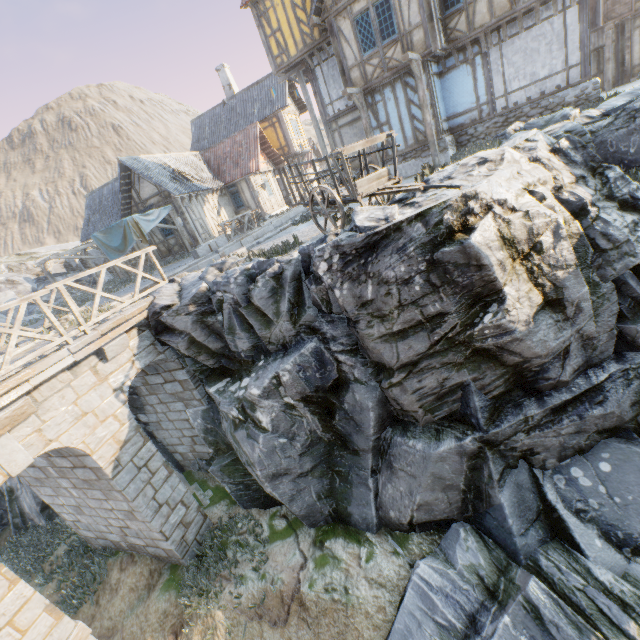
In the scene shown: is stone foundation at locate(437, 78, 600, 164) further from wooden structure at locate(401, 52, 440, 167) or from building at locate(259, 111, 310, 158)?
building at locate(259, 111, 310, 158)

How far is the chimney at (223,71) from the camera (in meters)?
26.73

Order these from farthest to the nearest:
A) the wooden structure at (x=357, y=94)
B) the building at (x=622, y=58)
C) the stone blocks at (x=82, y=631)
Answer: the building at (x=622, y=58) → the wooden structure at (x=357, y=94) → the stone blocks at (x=82, y=631)

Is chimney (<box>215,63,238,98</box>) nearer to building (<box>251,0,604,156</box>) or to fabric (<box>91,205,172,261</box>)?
building (<box>251,0,604,156</box>)

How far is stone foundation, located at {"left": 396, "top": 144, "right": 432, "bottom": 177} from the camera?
14.2m

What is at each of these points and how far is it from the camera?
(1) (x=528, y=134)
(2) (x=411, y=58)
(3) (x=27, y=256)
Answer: (1) rock, 8.8 meters
(2) wooden structure, 11.6 meters
(3) rock, 34.1 meters

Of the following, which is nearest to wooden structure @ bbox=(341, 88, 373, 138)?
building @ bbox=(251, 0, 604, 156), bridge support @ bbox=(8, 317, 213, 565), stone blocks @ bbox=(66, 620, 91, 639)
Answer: building @ bbox=(251, 0, 604, 156)

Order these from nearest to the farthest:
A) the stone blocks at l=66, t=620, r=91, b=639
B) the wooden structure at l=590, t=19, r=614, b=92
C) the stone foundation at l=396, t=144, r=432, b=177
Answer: the stone blocks at l=66, t=620, r=91, b=639 → the stone foundation at l=396, t=144, r=432, b=177 → the wooden structure at l=590, t=19, r=614, b=92
